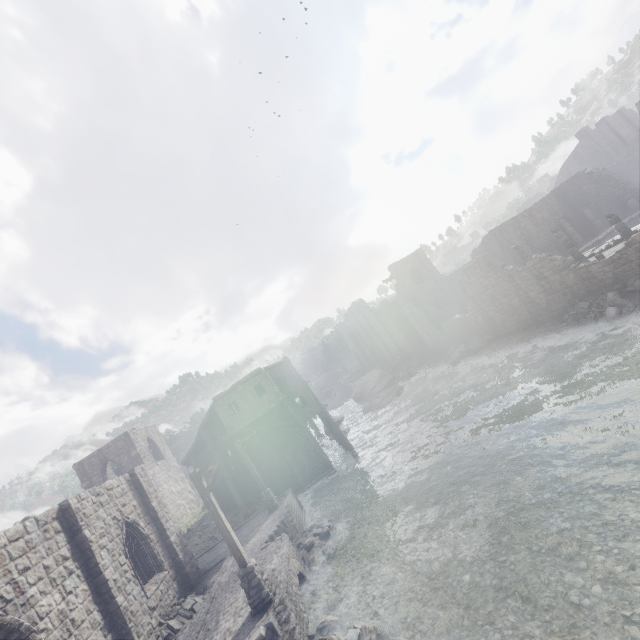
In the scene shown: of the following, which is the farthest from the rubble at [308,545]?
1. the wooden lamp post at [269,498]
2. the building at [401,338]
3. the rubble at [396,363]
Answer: the rubble at [396,363]

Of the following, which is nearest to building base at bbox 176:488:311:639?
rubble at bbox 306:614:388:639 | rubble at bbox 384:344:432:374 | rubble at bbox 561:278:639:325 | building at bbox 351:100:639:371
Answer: rubble at bbox 306:614:388:639

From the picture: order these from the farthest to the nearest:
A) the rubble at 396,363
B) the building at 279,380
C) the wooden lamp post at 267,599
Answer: the rubble at 396,363
the building at 279,380
the wooden lamp post at 267,599

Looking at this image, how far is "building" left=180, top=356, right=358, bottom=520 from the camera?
25.12m

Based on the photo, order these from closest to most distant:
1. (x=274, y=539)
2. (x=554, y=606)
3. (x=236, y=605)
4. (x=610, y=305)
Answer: (x=554, y=606) → (x=236, y=605) → (x=274, y=539) → (x=610, y=305)

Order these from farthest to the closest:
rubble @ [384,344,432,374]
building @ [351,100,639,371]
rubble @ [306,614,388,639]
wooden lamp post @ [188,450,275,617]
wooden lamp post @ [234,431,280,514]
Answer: rubble @ [384,344,432,374] < building @ [351,100,639,371] < wooden lamp post @ [234,431,280,514] < wooden lamp post @ [188,450,275,617] < rubble @ [306,614,388,639]

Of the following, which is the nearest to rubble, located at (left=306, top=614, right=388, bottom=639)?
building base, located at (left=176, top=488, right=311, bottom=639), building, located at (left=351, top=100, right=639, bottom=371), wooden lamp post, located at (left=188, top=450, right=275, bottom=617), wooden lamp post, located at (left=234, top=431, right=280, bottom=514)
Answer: building base, located at (left=176, top=488, right=311, bottom=639)

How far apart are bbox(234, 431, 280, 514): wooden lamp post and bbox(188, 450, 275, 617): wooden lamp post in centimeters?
894cm
